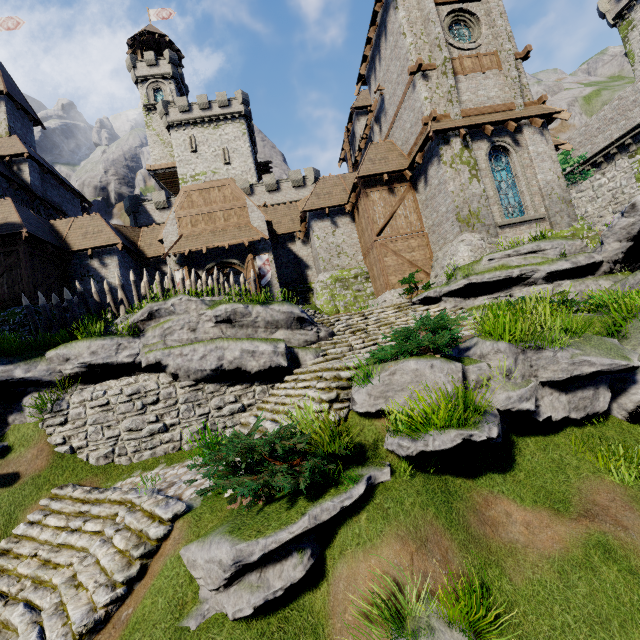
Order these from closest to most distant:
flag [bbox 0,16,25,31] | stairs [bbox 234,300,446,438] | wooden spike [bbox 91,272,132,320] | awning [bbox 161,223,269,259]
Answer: stairs [bbox 234,300,446,438]
wooden spike [bbox 91,272,132,320]
awning [bbox 161,223,269,259]
flag [bbox 0,16,25,31]

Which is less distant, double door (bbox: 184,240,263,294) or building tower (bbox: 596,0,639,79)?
double door (bbox: 184,240,263,294)

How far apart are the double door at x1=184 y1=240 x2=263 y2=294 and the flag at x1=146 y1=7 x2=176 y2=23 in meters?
53.3 m

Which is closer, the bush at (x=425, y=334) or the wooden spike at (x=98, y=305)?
the bush at (x=425, y=334)

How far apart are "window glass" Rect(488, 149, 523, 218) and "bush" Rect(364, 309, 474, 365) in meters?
11.3 m

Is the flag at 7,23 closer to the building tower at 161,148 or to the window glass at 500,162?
the building tower at 161,148

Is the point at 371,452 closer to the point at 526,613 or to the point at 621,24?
the point at 526,613

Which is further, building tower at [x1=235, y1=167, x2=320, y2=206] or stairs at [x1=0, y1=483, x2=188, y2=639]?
building tower at [x1=235, y1=167, x2=320, y2=206]
